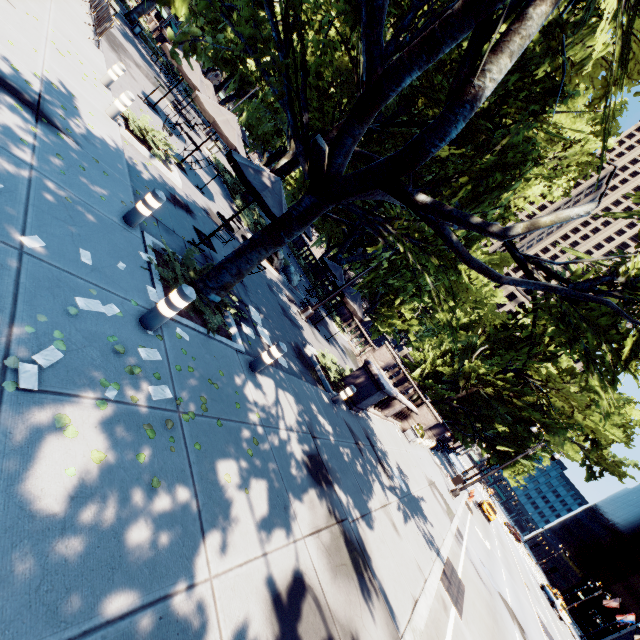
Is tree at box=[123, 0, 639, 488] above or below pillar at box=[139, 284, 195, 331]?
above

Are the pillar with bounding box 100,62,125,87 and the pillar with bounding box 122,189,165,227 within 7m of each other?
no

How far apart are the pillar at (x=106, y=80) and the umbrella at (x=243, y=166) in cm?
208

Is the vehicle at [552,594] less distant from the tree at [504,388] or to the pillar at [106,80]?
the tree at [504,388]

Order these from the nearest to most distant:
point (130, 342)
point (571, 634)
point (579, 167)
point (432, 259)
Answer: point (130, 342) → point (432, 259) → point (579, 167) → point (571, 634)

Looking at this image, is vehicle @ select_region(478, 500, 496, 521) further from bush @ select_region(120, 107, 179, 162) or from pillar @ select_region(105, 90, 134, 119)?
pillar @ select_region(105, 90, 134, 119)

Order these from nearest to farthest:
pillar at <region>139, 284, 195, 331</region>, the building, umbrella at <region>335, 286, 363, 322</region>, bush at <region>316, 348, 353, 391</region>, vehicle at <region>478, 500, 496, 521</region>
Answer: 1. pillar at <region>139, 284, 195, 331</region>
2. bush at <region>316, 348, 353, 391</region>
3. umbrella at <region>335, 286, 363, 322</region>
4. vehicle at <region>478, 500, 496, 521</region>
5. the building

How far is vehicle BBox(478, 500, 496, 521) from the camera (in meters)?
36.24
